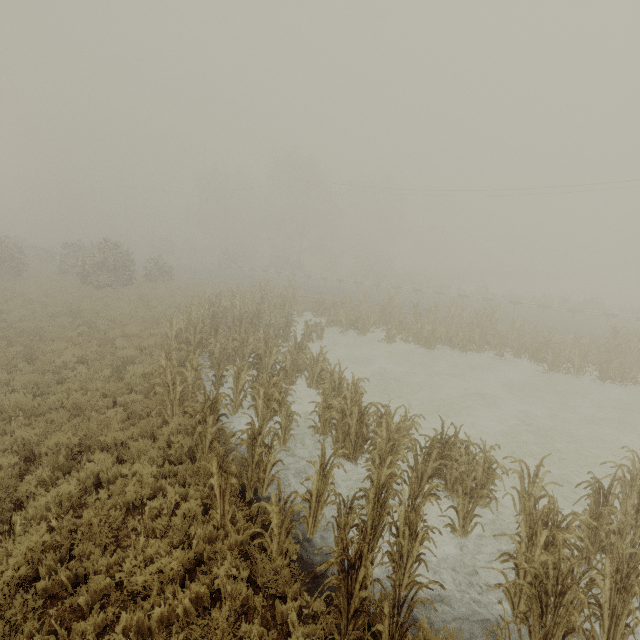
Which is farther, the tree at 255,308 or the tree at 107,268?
the tree at 107,268

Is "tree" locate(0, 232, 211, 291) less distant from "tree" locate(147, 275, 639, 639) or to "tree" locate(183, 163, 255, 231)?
"tree" locate(183, 163, 255, 231)

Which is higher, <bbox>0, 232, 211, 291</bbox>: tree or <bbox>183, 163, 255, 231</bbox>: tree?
<bbox>183, 163, 255, 231</bbox>: tree

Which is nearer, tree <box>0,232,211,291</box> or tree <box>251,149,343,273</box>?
tree <box>0,232,211,291</box>

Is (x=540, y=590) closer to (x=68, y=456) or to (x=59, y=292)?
(x=68, y=456)

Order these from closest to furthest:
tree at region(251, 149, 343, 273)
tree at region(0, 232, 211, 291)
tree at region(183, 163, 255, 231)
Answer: tree at region(0, 232, 211, 291) < tree at region(251, 149, 343, 273) < tree at region(183, 163, 255, 231)

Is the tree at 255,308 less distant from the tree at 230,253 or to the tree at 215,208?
the tree at 230,253

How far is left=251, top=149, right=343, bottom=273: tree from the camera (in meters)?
46.09
